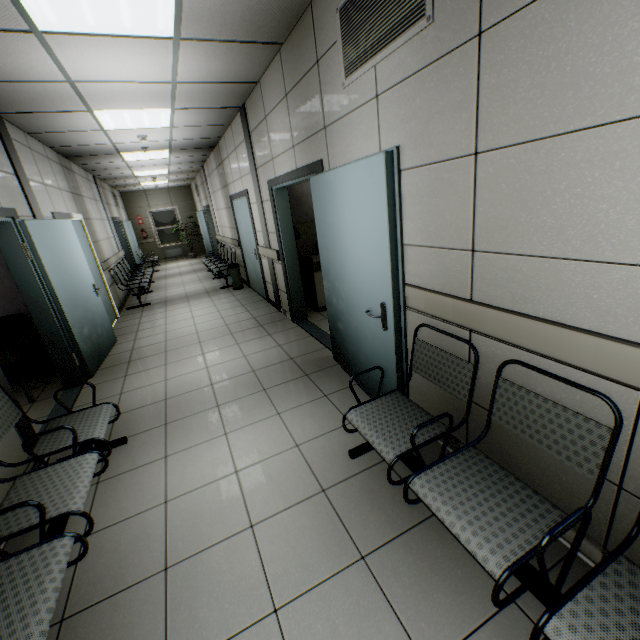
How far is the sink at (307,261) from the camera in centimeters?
531cm

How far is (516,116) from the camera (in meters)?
1.40

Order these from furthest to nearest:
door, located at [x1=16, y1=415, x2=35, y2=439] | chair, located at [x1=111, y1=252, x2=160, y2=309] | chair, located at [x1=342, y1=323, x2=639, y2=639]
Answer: chair, located at [x1=111, y1=252, x2=160, y2=309], door, located at [x1=16, y1=415, x2=35, y2=439], chair, located at [x1=342, y1=323, x2=639, y2=639]

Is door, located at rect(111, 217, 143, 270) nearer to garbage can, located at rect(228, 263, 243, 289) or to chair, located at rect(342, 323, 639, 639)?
garbage can, located at rect(228, 263, 243, 289)

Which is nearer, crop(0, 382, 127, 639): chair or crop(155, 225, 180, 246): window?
crop(0, 382, 127, 639): chair

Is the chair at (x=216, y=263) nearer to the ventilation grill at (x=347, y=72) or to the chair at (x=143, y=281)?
the chair at (x=143, y=281)

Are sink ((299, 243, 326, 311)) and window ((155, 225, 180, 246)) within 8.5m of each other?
no

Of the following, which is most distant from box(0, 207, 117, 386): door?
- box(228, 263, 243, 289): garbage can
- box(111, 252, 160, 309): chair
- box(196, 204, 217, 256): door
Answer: box(196, 204, 217, 256): door
